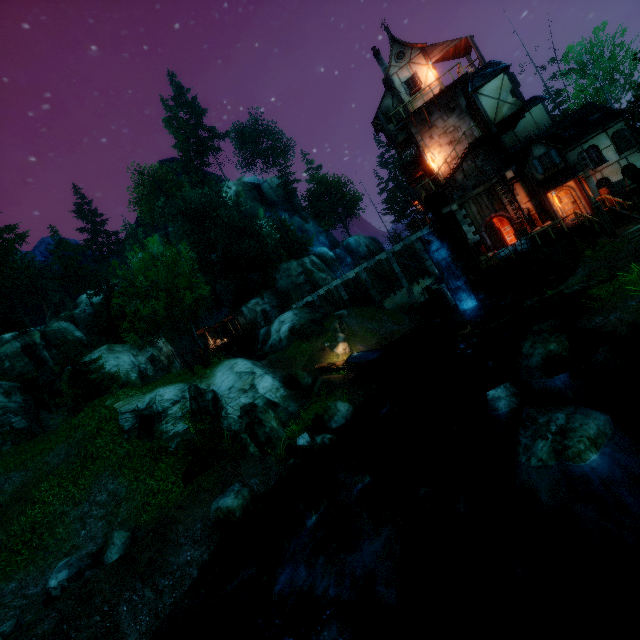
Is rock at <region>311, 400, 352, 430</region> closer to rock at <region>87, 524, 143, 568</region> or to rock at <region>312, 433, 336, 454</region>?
rock at <region>312, 433, 336, 454</region>

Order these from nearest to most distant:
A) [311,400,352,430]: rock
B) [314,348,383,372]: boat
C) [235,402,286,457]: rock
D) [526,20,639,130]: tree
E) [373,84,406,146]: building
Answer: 1. [235,402,286,457]: rock
2. [311,400,352,430]: rock
3. [373,84,406,146]: building
4. [314,348,383,372]: boat
5. [526,20,639,130]: tree

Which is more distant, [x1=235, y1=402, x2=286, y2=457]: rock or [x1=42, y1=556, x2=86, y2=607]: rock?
[x1=235, y1=402, x2=286, y2=457]: rock

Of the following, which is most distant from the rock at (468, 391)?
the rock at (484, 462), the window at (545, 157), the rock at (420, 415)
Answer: the window at (545, 157)

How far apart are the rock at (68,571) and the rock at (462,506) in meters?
11.5 m

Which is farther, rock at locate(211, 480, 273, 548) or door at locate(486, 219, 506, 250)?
door at locate(486, 219, 506, 250)

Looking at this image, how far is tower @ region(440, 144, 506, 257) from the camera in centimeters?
2397cm

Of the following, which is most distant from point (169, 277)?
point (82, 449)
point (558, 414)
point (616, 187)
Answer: point (616, 187)
